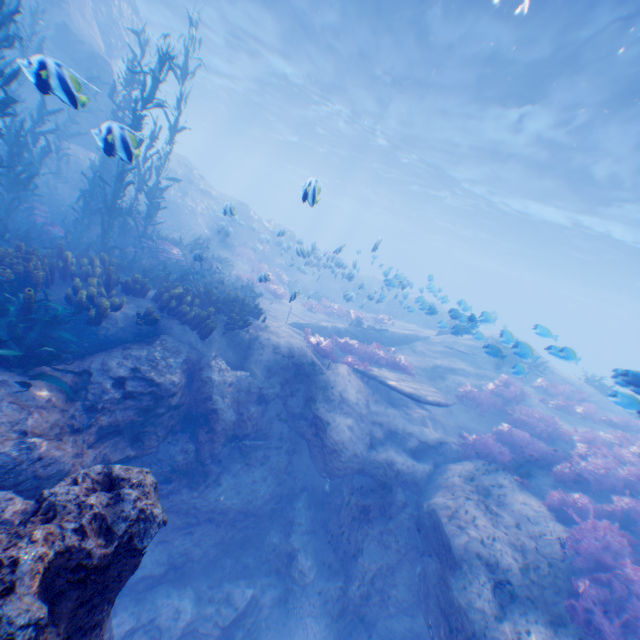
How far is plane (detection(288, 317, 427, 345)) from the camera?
14.23m

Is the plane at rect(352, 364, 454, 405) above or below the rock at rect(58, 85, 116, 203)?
below

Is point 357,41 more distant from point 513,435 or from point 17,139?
point 513,435

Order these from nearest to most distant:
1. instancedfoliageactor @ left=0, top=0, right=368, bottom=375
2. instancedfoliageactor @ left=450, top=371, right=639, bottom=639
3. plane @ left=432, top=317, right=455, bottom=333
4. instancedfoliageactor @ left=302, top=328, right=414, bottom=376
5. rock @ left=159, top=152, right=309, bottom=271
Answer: instancedfoliageactor @ left=0, top=0, right=368, bottom=375
instancedfoliageactor @ left=450, top=371, right=639, bottom=639
plane @ left=432, top=317, right=455, bottom=333
instancedfoliageactor @ left=302, top=328, right=414, bottom=376
rock @ left=159, top=152, right=309, bottom=271

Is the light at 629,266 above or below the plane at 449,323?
above

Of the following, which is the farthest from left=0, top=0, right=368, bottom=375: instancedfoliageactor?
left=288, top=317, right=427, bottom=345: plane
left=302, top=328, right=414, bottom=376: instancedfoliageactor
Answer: left=302, top=328, right=414, bottom=376: instancedfoliageactor

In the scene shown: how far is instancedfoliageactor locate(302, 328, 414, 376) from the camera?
12.0m

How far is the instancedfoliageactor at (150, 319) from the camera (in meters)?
7.19
